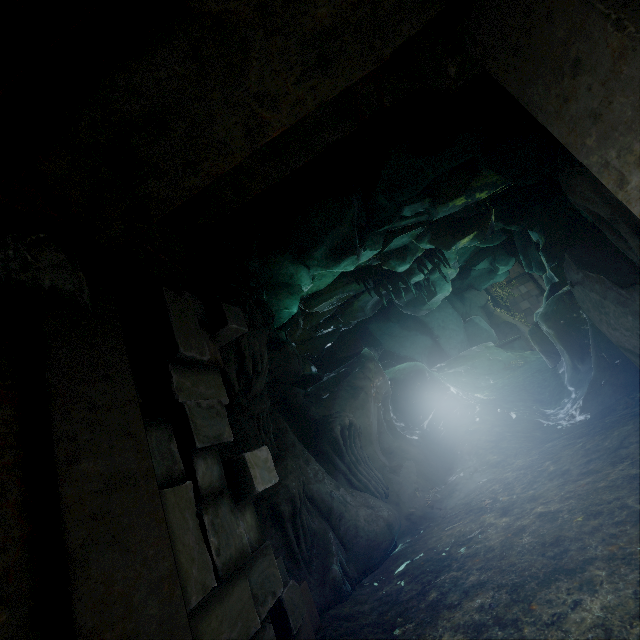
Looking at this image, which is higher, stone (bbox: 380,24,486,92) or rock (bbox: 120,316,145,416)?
stone (bbox: 380,24,486,92)

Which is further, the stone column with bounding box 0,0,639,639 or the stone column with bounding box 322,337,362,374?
the stone column with bounding box 322,337,362,374

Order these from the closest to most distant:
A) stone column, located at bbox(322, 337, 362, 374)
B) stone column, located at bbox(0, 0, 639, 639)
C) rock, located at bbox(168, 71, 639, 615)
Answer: stone column, located at bbox(0, 0, 639, 639), rock, located at bbox(168, 71, 639, 615), stone column, located at bbox(322, 337, 362, 374)

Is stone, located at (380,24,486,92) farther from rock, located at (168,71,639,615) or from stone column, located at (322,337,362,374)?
Result: stone column, located at (322,337,362,374)

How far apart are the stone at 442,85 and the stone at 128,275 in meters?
1.8 m

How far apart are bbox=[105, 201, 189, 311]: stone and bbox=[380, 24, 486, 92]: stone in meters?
1.8 m

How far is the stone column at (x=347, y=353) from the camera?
10.3m

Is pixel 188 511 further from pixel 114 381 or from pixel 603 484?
pixel 603 484
